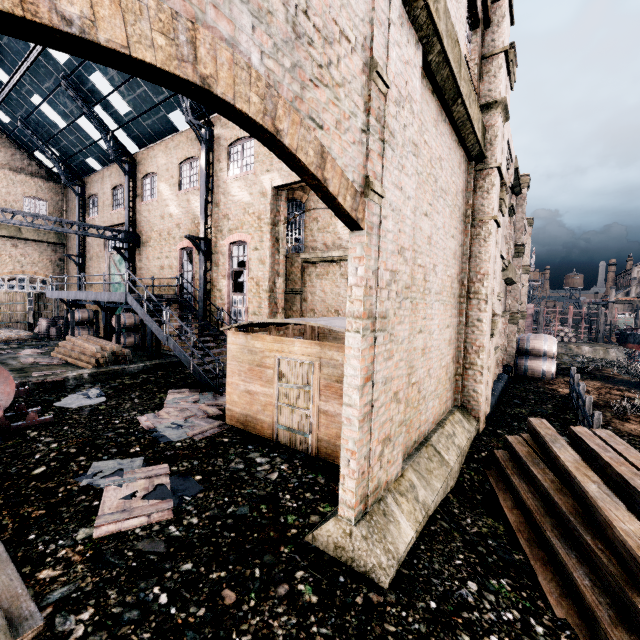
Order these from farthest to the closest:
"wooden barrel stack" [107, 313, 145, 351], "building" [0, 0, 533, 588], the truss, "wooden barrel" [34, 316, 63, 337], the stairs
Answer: "wooden barrel" [34, 316, 63, 337] < "wooden barrel stack" [107, 313, 145, 351] < the truss < the stairs < "building" [0, 0, 533, 588]

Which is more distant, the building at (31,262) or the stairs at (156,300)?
the building at (31,262)

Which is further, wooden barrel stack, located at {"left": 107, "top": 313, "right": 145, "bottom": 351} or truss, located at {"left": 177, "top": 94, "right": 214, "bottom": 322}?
wooden barrel stack, located at {"left": 107, "top": 313, "right": 145, "bottom": 351}

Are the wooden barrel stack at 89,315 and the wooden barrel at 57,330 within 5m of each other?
yes

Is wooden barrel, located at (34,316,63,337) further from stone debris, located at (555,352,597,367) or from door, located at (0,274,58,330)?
stone debris, located at (555,352,597,367)

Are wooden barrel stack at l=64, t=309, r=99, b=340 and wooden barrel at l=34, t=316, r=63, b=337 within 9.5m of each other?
yes

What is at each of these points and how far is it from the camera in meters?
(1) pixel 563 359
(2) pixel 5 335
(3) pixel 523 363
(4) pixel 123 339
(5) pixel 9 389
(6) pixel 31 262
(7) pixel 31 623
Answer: (1) stone debris, 27.7
(2) wood pile, 22.5
(3) wooden barrel, 21.8
(4) wooden barrel stack, 19.6
(5) pulley, 8.8
(6) building, 28.5
(7) wood pile, 3.6

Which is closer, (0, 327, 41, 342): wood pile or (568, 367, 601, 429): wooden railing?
(568, 367, 601, 429): wooden railing
